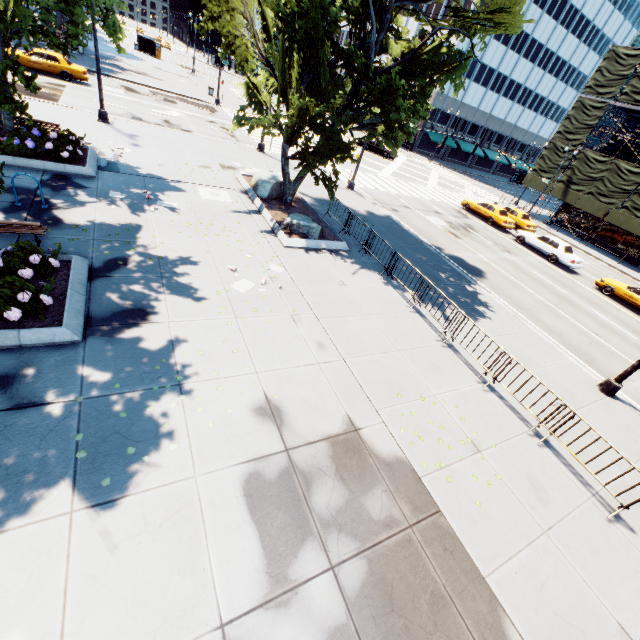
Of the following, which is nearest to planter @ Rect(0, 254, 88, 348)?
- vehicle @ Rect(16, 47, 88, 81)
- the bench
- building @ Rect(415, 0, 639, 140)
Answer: the bench

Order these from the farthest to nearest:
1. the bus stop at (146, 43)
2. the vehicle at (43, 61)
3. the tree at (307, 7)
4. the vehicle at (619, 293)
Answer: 1. the bus stop at (146, 43)
2. the vehicle at (43, 61)
3. the vehicle at (619, 293)
4. the tree at (307, 7)

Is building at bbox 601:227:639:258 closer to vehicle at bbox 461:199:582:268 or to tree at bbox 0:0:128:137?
vehicle at bbox 461:199:582:268

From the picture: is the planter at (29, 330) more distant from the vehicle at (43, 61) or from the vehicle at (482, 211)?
the vehicle at (482, 211)

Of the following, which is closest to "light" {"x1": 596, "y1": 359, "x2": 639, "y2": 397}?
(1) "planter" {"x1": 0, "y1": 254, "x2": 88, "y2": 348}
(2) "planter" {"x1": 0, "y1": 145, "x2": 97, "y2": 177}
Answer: (1) "planter" {"x1": 0, "y1": 254, "x2": 88, "y2": 348}

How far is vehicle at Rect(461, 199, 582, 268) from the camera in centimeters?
2344cm

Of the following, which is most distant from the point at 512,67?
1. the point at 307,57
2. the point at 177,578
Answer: the point at 177,578

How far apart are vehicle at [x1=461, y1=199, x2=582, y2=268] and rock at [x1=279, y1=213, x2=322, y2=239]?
19.2 meters
